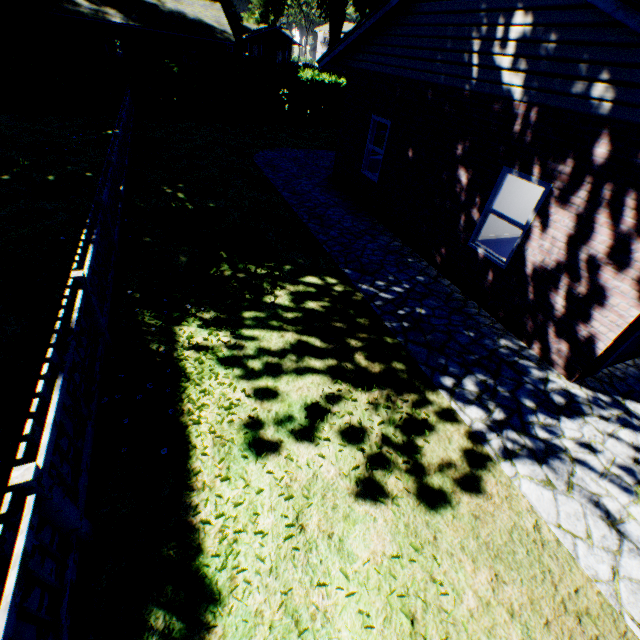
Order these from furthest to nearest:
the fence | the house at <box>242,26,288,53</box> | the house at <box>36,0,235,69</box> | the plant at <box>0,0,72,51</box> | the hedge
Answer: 1. the house at <box>242,26,288,53</box>
2. the house at <box>36,0,235,69</box>
3. the plant at <box>0,0,72,51</box>
4. the hedge
5. the fence

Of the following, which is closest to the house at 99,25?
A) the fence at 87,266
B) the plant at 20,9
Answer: the plant at 20,9

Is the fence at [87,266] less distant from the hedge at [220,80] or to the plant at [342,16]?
the hedge at [220,80]

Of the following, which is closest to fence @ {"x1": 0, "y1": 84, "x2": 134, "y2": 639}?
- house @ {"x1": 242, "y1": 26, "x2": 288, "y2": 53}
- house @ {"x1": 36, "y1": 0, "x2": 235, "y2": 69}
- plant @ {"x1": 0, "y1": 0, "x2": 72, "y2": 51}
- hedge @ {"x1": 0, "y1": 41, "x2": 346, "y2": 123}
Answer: hedge @ {"x1": 0, "y1": 41, "x2": 346, "y2": 123}

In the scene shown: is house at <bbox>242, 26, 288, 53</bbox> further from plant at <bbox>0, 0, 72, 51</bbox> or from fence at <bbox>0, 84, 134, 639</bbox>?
fence at <bbox>0, 84, 134, 639</bbox>

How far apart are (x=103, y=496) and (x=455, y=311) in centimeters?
633cm

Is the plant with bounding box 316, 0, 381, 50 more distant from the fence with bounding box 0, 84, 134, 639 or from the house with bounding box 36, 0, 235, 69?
the fence with bounding box 0, 84, 134, 639

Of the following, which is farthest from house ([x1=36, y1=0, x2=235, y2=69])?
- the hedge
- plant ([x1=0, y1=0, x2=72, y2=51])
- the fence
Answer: the fence
